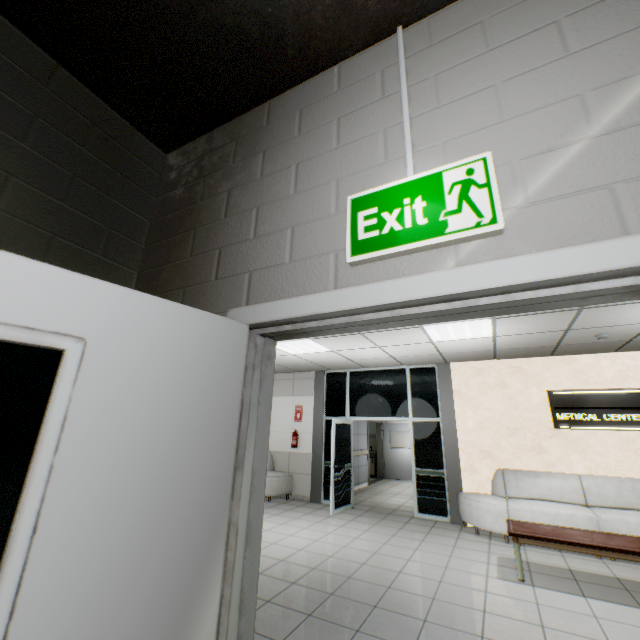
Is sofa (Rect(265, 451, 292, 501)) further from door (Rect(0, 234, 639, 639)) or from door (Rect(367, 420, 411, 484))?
door (Rect(0, 234, 639, 639))

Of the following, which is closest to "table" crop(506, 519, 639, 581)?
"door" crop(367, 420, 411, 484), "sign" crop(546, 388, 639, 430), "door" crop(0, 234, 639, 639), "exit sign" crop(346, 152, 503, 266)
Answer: "sign" crop(546, 388, 639, 430)

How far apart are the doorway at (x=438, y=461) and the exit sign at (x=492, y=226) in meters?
6.8

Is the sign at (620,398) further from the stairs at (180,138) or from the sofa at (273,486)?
the stairs at (180,138)

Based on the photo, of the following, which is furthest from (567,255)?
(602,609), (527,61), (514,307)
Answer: (602,609)

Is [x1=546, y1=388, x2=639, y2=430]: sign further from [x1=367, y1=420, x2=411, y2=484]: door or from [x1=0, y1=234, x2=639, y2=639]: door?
[x1=0, y1=234, x2=639, y2=639]: door

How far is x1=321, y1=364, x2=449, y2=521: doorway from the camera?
6.96m

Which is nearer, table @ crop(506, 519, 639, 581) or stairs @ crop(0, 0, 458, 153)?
stairs @ crop(0, 0, 458, 153)
